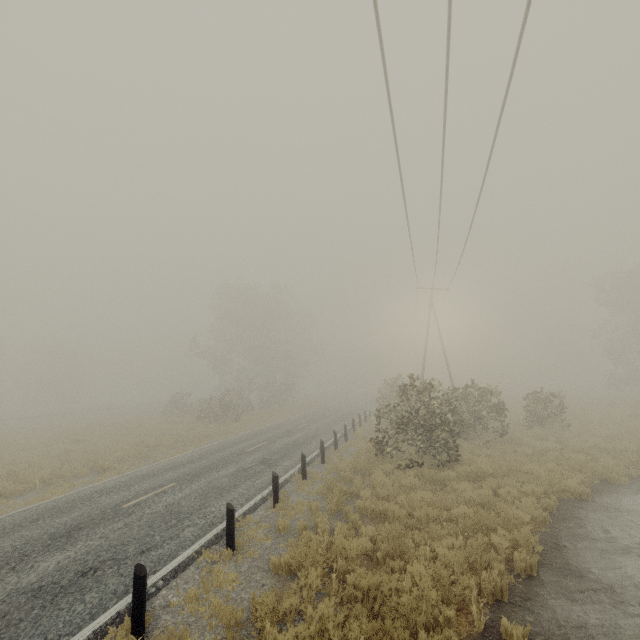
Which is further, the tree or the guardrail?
the tree

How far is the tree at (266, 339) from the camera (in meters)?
35.71

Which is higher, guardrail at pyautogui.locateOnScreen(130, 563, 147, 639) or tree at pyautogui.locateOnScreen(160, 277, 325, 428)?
tree at pyautogui.locateOnScreen(160, 277, 325, 428)

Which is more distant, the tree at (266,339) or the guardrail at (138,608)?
the tree at (266,339)

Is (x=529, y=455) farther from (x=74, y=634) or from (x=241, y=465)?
(x=74, y=634)

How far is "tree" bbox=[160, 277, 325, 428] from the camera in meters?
35.7
